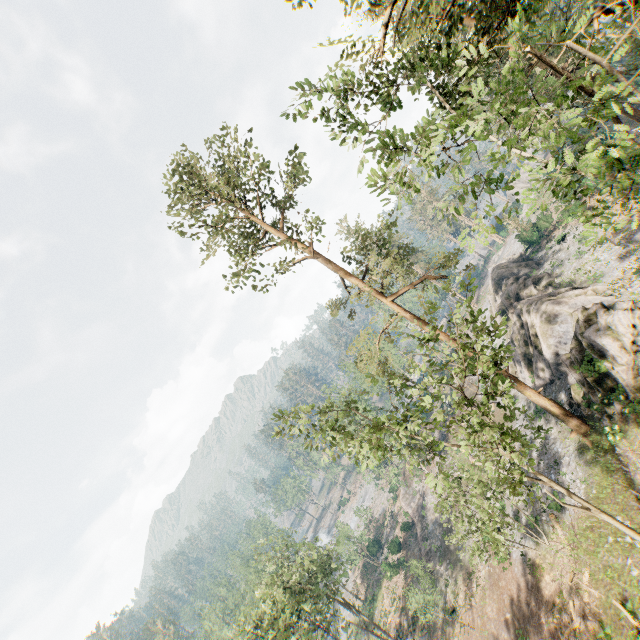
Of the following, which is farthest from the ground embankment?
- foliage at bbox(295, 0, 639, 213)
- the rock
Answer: the rock

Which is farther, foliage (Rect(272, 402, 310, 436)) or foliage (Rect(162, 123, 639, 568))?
foliage (Rect(272, 402, 310, 436))

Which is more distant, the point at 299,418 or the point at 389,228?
the point at 389,228

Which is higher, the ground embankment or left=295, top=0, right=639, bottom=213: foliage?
left=295, top=0, right=639, bottom=213: foliage

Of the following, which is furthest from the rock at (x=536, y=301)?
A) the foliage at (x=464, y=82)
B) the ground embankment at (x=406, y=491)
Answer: the ground embankment at (x=406, y=491)

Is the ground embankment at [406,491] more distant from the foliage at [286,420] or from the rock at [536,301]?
the rock at [536,301]

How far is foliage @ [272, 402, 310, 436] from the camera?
16.3m
